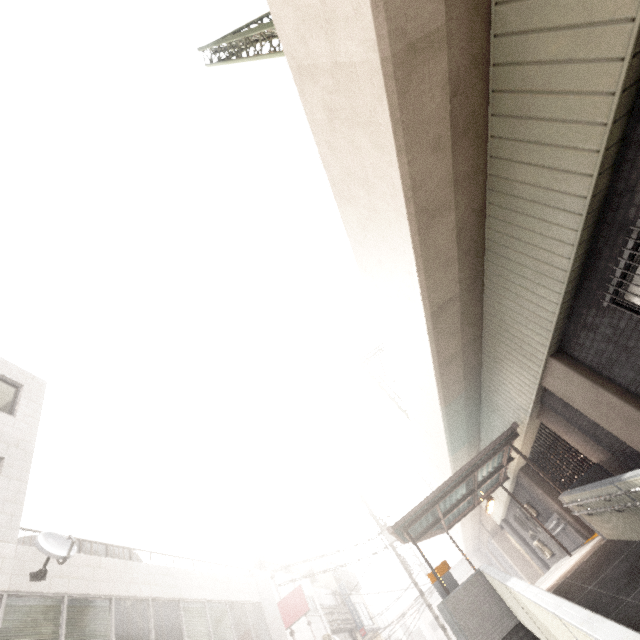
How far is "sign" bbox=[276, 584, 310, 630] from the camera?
14.6m

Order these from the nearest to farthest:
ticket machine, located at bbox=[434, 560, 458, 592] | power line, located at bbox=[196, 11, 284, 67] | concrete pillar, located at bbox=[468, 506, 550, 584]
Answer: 1. power line, located at bbox=[196, 11, 284, 67]
2. ticket machine, located at bbox=[434, 560, 458, 592]
3. concrete pillar, located at bbox=[468, 506, 550, 584]

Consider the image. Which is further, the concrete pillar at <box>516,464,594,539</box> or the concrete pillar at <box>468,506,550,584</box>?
the concrete pillar at <box>468,506,550,584</box>

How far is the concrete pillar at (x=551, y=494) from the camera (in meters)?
12.43

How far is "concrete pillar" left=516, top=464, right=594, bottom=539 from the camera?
12.4 meters

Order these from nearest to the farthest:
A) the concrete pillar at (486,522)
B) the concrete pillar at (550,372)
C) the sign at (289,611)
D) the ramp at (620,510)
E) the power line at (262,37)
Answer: the ramp at (620,510) < the concrete pillar at (550,372) < the power line at (262,37) < the sign at (289,611) < the concrete pillar at (486,522)

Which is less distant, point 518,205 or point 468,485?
point 518,205

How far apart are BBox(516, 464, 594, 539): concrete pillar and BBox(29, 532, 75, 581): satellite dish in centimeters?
1625cm
